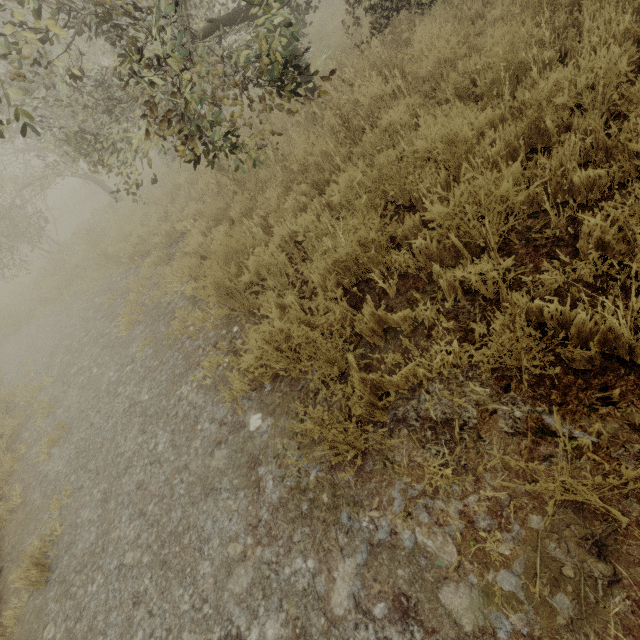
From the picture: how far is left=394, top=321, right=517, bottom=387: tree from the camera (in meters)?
1.90

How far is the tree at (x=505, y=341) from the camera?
1.90m

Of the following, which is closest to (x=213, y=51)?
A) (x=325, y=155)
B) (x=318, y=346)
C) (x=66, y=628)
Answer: (x=325, y=155)
